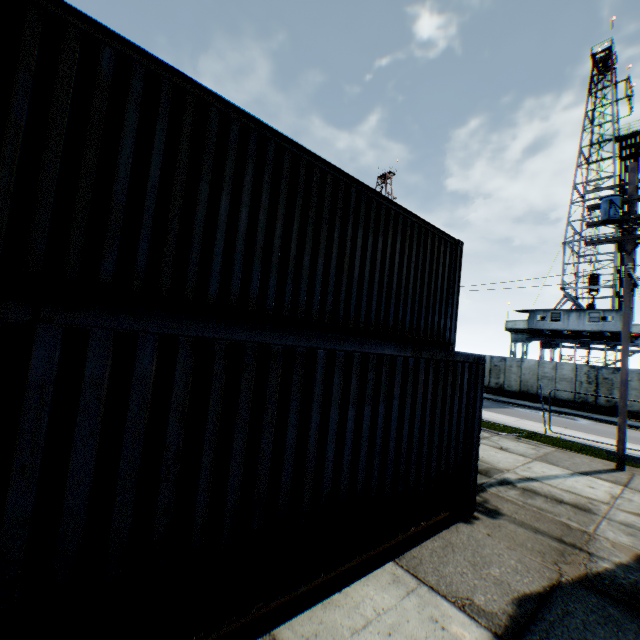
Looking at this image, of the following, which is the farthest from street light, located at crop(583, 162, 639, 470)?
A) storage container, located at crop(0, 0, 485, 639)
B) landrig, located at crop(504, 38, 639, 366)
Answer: landrig, located at crop(504, 38, 639, 366)

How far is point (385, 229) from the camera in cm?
663

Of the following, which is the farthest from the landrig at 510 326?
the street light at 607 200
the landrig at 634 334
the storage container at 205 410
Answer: the storage container at 205 410

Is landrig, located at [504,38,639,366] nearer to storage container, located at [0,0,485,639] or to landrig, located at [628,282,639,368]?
landrig, located at [628,282,639,368]

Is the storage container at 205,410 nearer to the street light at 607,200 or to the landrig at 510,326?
the street light at 607,200

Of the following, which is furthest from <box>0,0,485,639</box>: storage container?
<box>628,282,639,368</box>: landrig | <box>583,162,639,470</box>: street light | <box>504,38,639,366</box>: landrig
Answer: <box>504,38,639,366</box>: landrig

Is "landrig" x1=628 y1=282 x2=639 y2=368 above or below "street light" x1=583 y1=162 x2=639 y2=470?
below
